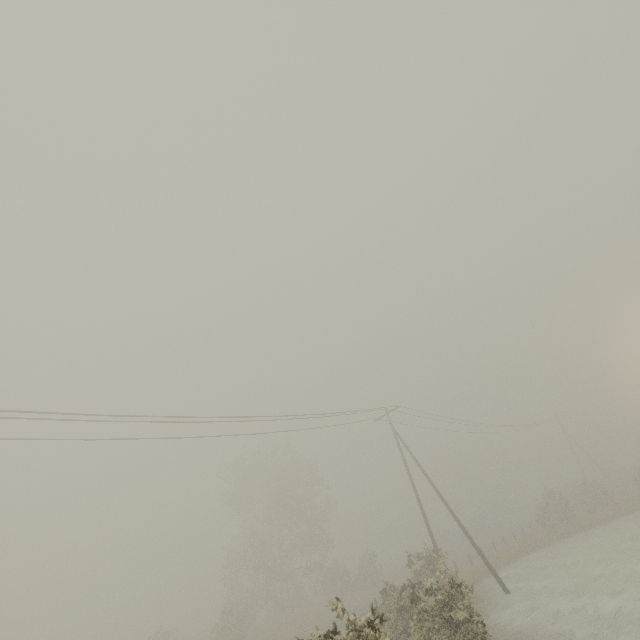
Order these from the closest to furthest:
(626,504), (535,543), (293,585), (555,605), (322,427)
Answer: (555,605) → (322,427) → (535,543) → (626,504) → (293,585)
